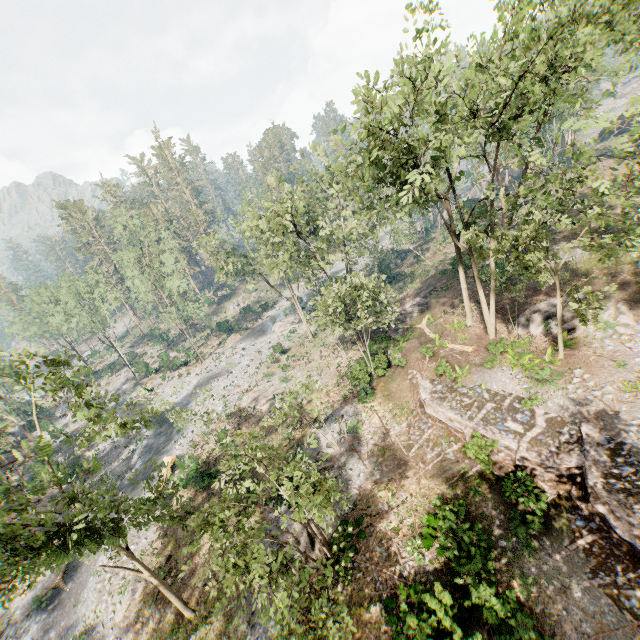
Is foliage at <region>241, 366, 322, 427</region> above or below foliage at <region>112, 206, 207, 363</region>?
below

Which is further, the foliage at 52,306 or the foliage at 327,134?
the foliage at 327,134

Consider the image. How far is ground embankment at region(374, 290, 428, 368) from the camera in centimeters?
2616cm

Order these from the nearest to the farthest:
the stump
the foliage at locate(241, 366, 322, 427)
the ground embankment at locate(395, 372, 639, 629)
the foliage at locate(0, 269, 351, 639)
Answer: the foliage at locate(0, 269, 351, 639) < the ground embankment at locate(395, 372, 639, 629) < the foliage at locate(241, 366, 322, 427) < the stump

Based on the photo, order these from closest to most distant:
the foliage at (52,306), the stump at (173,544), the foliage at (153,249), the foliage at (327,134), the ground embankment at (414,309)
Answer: the foliage at (52,306), the foliage at (327,134), the stump at (173,544), the ground embankment at (414,309), the foliage at (153,249)

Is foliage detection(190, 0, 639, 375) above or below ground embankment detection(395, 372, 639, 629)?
above

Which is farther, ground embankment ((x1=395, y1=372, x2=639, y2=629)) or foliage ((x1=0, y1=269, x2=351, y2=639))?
ground embankment ((x1=395, y1=372, x2=639, y2=629))

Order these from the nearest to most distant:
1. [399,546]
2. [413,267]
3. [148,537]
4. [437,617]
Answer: [437,617] < [399,546] < [148,537] < [413,267]
